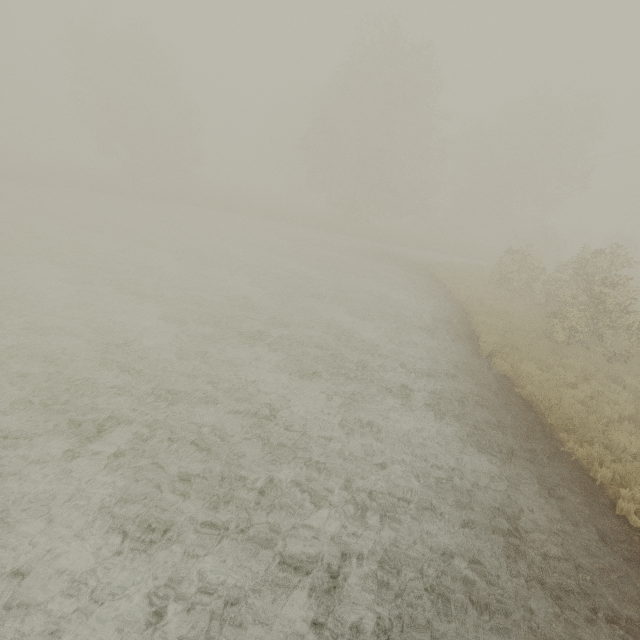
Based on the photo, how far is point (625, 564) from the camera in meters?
5.3
